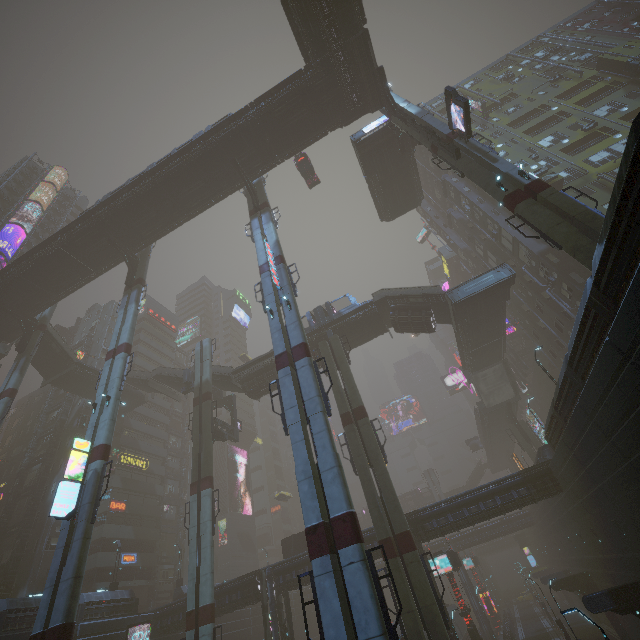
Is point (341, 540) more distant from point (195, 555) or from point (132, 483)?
point (132, 483)

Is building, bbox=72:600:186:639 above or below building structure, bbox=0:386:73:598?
below

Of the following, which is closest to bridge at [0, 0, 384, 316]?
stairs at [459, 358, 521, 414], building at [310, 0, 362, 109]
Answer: building at [310, 0, 362, 109]

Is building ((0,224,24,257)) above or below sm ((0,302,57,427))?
above

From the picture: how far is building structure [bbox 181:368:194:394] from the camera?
38.06m

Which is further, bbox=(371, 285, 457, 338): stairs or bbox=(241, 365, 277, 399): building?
bbox=(241, 365, 277, 399): building

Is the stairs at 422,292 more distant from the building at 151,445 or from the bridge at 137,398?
the bridge at 137,398

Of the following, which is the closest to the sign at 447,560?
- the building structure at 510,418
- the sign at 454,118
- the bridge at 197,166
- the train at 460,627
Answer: the train at 460,627
